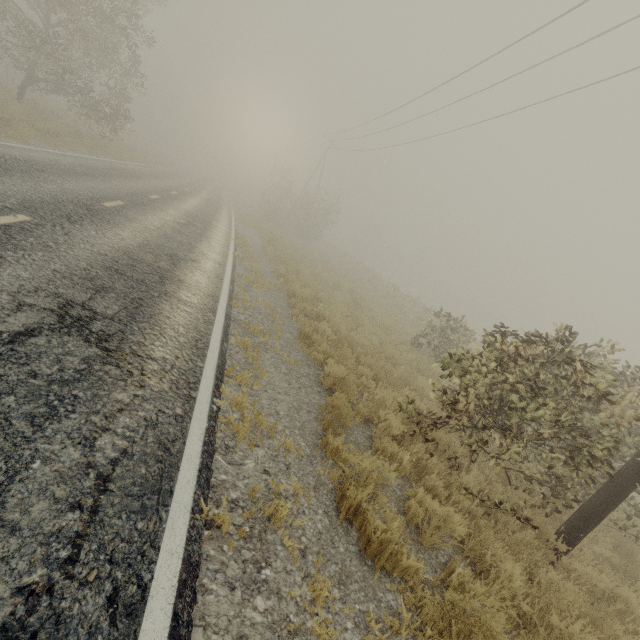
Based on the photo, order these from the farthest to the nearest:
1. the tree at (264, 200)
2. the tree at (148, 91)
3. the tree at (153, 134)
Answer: the tree at (153, 134) < the tree at (264, 200) < the tree at (148, 91)

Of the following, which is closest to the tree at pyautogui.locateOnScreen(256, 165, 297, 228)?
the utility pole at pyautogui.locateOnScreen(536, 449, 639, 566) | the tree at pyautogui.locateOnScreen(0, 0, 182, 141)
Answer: the tree at pyautogui.locateOnScreen(0, 0, 182, 141)

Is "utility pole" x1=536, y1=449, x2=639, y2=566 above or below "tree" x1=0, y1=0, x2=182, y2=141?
below

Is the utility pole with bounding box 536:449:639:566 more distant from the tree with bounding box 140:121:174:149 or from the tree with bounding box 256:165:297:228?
the tree with bounding box 140:121:174:149

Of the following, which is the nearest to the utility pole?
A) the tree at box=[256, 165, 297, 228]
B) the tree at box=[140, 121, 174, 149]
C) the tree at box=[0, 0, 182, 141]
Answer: the tree at box=[0, 0, 182, 141]

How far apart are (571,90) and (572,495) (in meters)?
13.05

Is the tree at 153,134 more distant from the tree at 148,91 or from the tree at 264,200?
the tree at 264,200

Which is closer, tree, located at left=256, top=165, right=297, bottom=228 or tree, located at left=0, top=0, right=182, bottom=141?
tree, located at left=0, top=0, right=182, bottom=141
